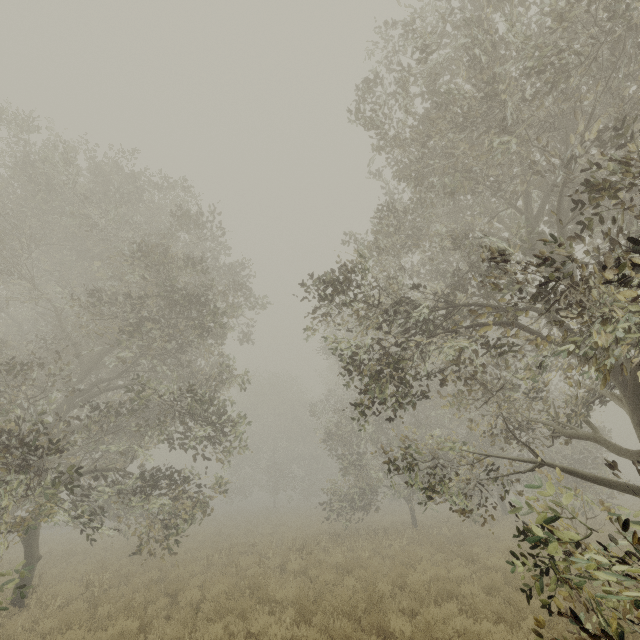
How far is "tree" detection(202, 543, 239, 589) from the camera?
10.7m

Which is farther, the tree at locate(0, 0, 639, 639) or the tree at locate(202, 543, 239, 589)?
the tree at locate(202, 543, 239, 589)

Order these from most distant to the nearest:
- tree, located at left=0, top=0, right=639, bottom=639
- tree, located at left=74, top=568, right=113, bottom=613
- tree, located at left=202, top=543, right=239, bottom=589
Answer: tree, located at left=202, top=543, right=239, bottom=589
tree, located at left=74, top=568, right=113, bottom=613
tree, located at left=0, top=0, right=639, bottom=639

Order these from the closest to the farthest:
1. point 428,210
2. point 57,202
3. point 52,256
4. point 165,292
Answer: point 428,210, point 165,292, point 57,202, point 52,256

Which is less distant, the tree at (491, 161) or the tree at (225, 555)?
the tree at (491, 161)

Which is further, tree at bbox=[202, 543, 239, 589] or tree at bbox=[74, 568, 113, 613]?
tree at bbox=[202, 543, 239, 589]
